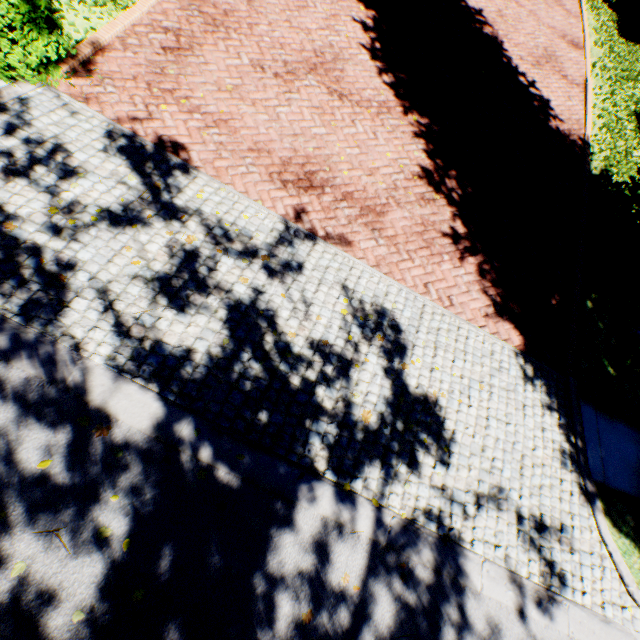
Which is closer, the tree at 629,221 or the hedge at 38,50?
the hedge at 38,50

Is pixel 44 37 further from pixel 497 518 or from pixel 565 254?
pixel 565 254

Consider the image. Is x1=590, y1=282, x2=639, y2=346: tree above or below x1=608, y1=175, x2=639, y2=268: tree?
below

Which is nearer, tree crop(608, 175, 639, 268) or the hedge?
the hedge

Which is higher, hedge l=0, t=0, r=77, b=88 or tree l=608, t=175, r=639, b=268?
tree l=608, t=175, r=639, b=268
